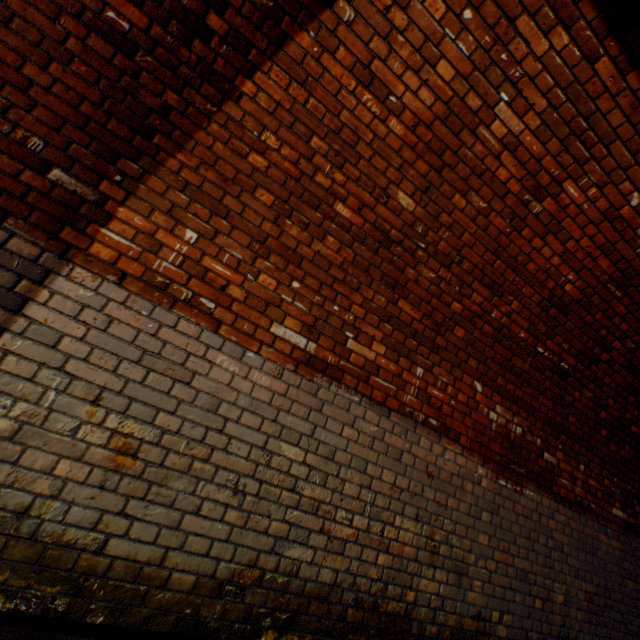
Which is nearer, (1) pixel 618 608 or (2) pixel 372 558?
(2) pixel 372 558
